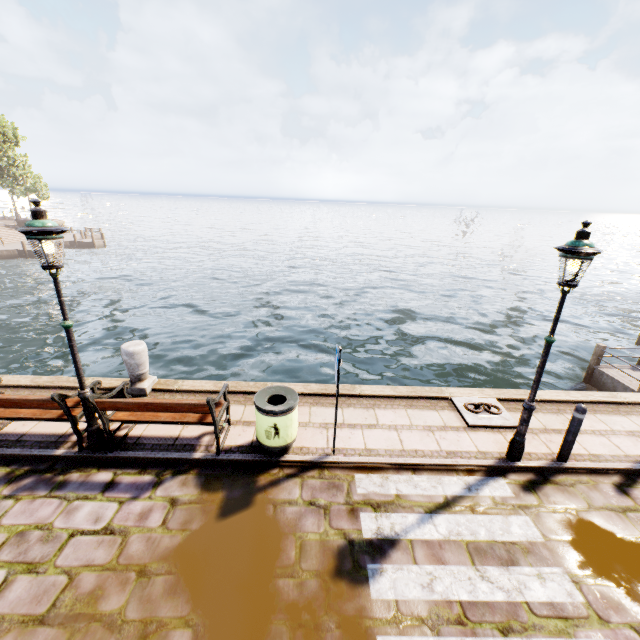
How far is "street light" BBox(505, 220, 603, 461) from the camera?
4.1m

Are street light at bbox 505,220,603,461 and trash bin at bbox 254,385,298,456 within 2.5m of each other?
no

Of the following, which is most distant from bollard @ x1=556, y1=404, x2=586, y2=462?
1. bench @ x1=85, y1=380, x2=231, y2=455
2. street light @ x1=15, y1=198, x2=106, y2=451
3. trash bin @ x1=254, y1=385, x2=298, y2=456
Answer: street light @ x1=15, y1=198, x2=106, y2=451

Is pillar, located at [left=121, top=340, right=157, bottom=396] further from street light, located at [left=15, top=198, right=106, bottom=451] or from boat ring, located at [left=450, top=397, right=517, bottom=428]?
boat ring, located at [left=450, top=397, right=517, bottom=428]

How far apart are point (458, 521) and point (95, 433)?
5.69m

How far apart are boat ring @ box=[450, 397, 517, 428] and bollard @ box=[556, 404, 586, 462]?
0.8m

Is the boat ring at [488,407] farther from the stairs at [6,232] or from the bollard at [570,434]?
the stairs at [6,232]

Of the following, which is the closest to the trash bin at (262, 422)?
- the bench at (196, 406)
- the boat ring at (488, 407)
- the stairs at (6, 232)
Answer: the bench at (196, 406)
